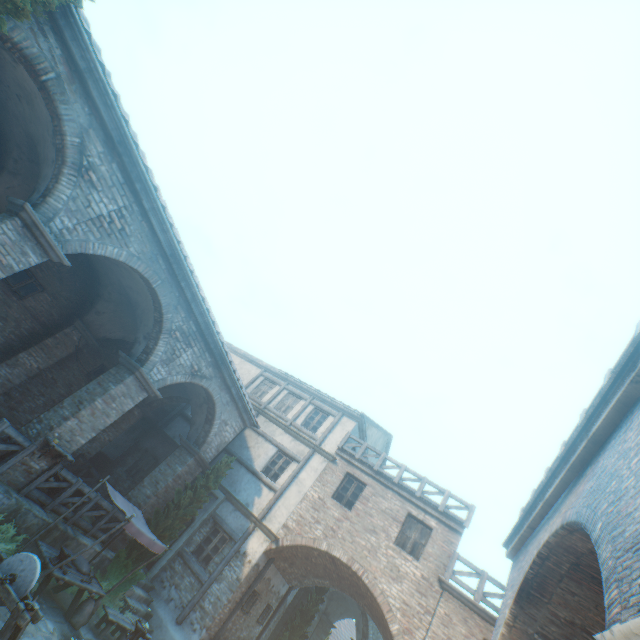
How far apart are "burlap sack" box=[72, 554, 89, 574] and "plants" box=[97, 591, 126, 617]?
1.1m

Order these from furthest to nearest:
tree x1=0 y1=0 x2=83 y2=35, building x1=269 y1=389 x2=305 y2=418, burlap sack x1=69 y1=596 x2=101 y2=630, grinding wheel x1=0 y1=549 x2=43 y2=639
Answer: building x1=269 y1=389 x2=305 y2=418 → burlap sack x1=69 y1=596 x2=101 y2=630 → grinding wheel x1=0 y1=549 x2=43 y2=639 → tree x1=0 y1=0 x2=83 y2=35

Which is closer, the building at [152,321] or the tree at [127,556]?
the building at [152,321]

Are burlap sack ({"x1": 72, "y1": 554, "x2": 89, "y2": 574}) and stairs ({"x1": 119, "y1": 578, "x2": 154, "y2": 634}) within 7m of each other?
yes

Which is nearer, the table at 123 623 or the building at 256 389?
the table at 123 623

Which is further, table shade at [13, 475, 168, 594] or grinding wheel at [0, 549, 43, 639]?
table shade at [13, 475, 168, 594]

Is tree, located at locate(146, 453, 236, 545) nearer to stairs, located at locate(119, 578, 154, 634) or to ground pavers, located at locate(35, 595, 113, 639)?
stairs, located at locate(119, 578, 154, 634)

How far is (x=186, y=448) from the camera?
13.3m
